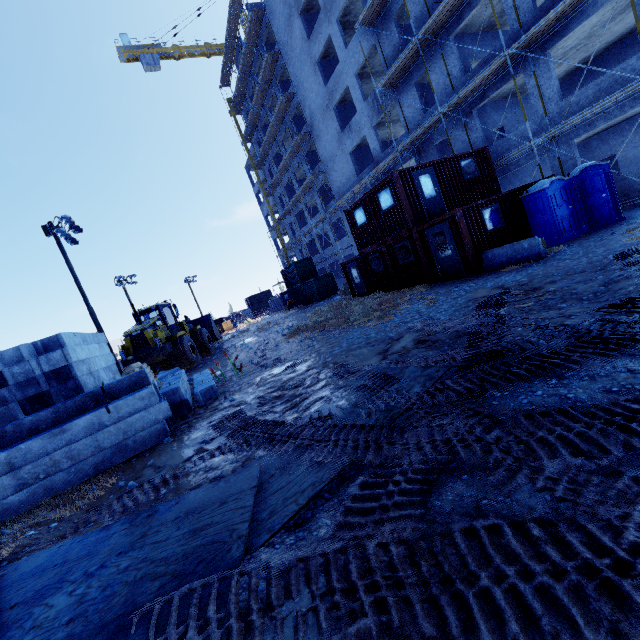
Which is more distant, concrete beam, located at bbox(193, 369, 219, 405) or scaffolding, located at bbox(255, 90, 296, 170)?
scaffolding, located at bbox(255, 90, 296, 170)

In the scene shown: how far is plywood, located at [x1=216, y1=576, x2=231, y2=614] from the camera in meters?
2.2 m

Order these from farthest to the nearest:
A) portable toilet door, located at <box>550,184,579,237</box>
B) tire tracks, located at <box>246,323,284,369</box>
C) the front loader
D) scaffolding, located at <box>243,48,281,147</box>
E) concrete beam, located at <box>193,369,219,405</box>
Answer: scaffolding, located at <box>243,48,281,147</box> → the front loader → portable toilet door, located at <box>550,184,579,237</box> → tire tracks, located at <box>246,323,284,369</box> → concrete beam, located at <box>193,369,219,405</box>

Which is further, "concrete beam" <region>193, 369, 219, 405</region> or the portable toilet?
the portable toilet

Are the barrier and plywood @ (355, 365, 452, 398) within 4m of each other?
no

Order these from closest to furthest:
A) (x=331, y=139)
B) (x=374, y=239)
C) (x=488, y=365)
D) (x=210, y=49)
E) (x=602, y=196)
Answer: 1. (x=488, y=365)
2. (x=602, y=196)
3. (x=374, y=239)
4. (x=331, y=139)
5. (x=210, y=49)

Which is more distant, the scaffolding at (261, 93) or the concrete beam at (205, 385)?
the scaffolding at (261, 93)

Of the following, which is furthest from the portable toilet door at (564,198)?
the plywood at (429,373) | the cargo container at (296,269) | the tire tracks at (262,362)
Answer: the cargo container at (296,269)
